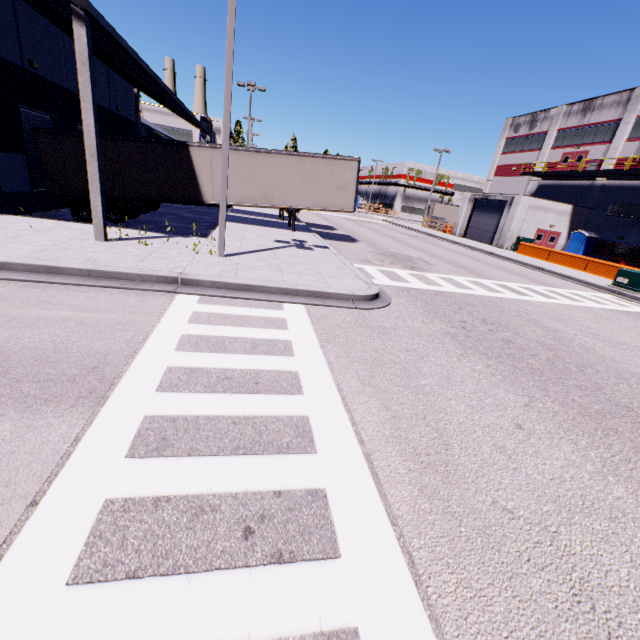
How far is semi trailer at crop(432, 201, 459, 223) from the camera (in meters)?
50.41

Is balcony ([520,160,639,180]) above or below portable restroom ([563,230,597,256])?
above

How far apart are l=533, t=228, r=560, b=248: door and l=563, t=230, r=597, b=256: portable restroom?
0.8 meters

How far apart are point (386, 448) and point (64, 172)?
19.1 meters

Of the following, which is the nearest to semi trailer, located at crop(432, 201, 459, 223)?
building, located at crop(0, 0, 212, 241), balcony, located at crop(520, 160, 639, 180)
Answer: building, located at crop(0, 0, 212, 241)

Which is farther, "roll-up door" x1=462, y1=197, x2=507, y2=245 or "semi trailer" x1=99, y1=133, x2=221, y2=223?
"roll-up door" x1=462, y1=197, x2=507, y2=245

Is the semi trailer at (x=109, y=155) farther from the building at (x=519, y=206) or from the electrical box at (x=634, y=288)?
the electrical box at (x=634, y=288)

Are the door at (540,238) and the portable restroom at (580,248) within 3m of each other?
yes
